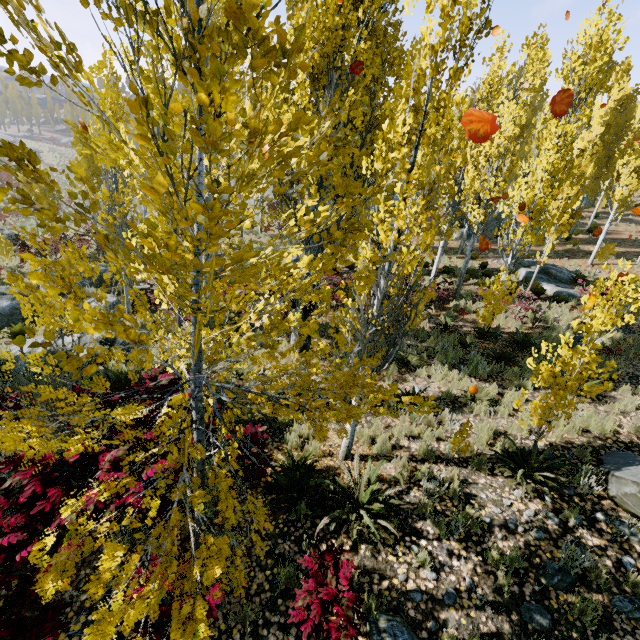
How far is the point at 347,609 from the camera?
3.0 meters

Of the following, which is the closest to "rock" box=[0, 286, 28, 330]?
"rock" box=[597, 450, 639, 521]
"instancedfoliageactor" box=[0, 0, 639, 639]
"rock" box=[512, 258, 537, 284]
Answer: "instancedfoliageactor" box=[0, 0, 639, 639]

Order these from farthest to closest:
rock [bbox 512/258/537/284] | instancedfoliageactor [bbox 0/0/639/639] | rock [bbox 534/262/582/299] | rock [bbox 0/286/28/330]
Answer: rock [bbox 512/258/537/284] → rock [bbox 534/262/582/299] → rock [bbox 0/286/28/330] → instancedfoliageactor [bbox 0/0/639/639]

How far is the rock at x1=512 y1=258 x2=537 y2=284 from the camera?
17.56m

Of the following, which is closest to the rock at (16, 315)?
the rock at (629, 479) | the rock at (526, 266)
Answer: the rock at (629, 479)

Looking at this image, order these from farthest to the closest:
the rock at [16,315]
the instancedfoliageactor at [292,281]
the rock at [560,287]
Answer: the rock at [560,287]
the rock at [16,315]
the instancedfoliageactor at [292,281]
